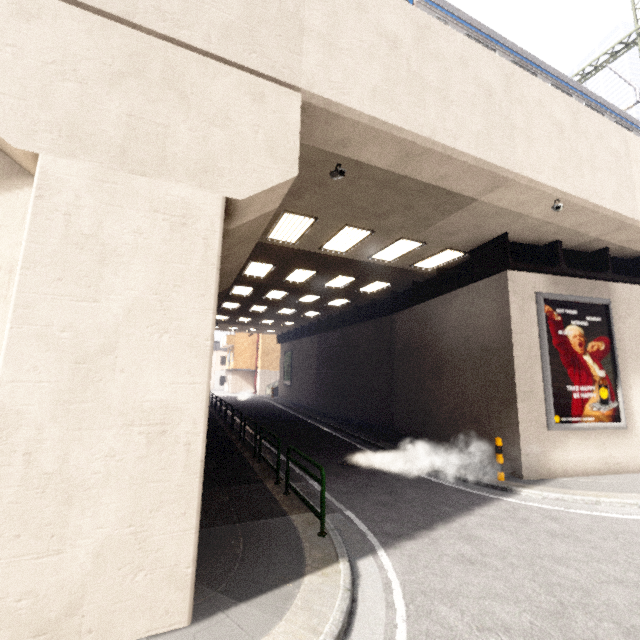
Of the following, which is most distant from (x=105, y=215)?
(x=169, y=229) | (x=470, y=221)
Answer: (x=470, y=221)

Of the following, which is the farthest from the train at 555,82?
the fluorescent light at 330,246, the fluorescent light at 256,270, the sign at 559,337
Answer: the sign at 559,337

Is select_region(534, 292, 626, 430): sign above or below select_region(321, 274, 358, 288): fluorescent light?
below

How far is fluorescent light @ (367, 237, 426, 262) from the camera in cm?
1030

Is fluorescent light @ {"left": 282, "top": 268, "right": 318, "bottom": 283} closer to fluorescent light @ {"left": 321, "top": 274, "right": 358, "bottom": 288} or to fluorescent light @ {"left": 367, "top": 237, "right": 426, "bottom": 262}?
fluorescent light @ {"left": 321, "top": 274, "right": 358, "bottom": 288}

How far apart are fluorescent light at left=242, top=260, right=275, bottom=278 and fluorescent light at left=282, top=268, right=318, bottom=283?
0.9m

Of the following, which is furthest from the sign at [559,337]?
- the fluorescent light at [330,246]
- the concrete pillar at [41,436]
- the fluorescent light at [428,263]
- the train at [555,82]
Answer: the concrete pillar at [41,436]

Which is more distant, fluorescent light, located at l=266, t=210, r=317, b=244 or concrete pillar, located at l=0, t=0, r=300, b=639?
fluorescent light, located at l=266, t=210, r=317, b=244
